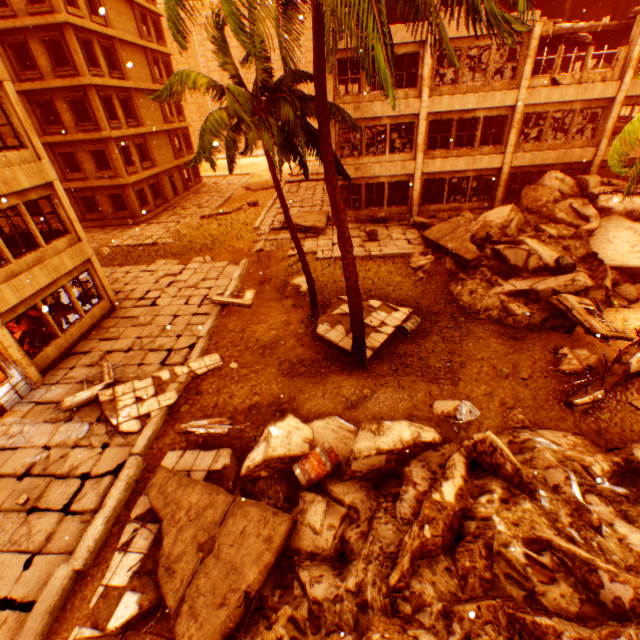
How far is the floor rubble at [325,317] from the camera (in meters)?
10.81

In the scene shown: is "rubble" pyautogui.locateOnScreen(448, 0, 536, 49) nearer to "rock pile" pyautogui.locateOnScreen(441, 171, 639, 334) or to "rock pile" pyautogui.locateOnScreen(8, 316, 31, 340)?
"rock pile" pyautogui.locateOnScreen(441, 171, 639, 334)

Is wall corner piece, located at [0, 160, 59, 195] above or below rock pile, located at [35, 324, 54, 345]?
above

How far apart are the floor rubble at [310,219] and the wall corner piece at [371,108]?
5.3 meters

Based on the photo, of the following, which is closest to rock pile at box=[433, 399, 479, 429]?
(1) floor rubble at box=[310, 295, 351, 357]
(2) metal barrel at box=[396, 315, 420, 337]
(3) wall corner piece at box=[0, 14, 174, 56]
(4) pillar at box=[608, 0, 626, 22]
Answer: (1) floor rubble at box=[310, 295, 351, 357]

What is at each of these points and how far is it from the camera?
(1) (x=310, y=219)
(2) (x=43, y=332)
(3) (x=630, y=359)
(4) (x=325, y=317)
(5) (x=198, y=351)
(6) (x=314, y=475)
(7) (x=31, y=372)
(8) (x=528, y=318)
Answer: (1) floor rubble, 20.6 meters
(2) rock pile, 12.6 meters
(3) floor rubble, 8.3 meters
(4) floor rubble, 11.9 meters
(5) concrete curb, 11.8 meters
(6) metal barrel, 6.2 meters
(7) pillar, 10.7 meters
(8) rock pile, 11.8 meters

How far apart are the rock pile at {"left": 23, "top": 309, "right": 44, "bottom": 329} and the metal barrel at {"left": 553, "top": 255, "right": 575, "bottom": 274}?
20.23m

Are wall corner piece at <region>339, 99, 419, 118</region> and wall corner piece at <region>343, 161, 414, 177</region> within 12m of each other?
yes
